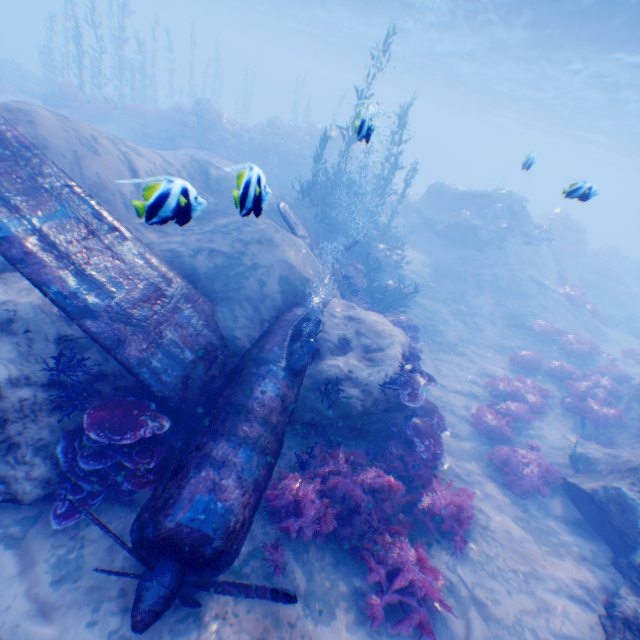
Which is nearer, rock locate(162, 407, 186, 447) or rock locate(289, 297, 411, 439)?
rock locate(162, 407, 186, 447)

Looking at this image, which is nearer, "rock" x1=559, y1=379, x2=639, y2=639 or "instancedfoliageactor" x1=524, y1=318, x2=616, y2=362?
"rock" x1=559, y1=379, x2=639, y2=639

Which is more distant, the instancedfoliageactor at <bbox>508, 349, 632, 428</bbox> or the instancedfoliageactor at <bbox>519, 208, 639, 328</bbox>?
the instancedfoliageactor at <bbox>519, 208, 639, 328</bbox>

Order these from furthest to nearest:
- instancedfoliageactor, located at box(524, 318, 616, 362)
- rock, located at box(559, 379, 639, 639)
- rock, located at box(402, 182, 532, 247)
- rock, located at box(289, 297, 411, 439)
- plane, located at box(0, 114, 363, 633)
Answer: rock, located at box(402, 182, 532, 247) → instancedfoliageactor, located at box(524, 318, 616, 362) → rock, located at box(289, 297, 411, 439) → rock, located at box(559, 379, 639, 639) → plane, located at box(0, 114, 363, 633)

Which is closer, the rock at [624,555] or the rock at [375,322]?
the rock at [624,555]

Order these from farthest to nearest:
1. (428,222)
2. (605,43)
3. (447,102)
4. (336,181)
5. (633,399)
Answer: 1. (447,102)
2. (428,222)
3. (605,43)
4. (336,181)
5. (633,399)

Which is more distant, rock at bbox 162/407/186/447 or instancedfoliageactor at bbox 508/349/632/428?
instancedfoliageactor at bbox 508/349/632/428

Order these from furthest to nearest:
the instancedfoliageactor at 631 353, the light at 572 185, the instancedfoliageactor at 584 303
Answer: the instancedfoliageactor at 584 303 → the instancedfoliageactor at 631 353 → the light at 572 185
